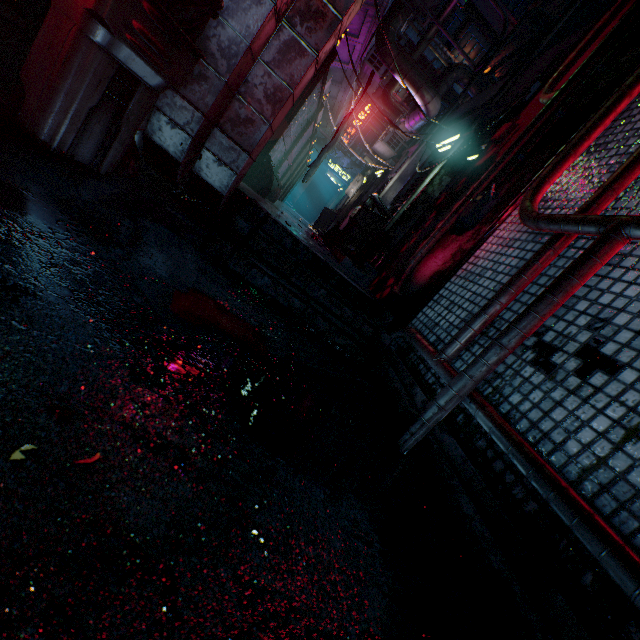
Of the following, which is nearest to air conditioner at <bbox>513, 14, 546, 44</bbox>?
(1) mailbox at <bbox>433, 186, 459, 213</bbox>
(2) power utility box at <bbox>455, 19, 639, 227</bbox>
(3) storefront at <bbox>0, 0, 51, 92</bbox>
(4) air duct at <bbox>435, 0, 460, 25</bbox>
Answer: (4) air duct at <bbox>435, 0, 460, 25</bbox>

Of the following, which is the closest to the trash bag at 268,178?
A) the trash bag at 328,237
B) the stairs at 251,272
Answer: the trash bag at 328,237

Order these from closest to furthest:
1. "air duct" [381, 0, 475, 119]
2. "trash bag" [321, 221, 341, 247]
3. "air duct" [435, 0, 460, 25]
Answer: "air duct" [381, 0, 475, 119]
"trash bag" [321, 221, 341, 247]
"air duct" [435, 0, 460, 25]

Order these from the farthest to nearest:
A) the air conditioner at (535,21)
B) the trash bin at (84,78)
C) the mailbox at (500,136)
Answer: the air conditioner at (535,21) < the mailbox at (500,136) < the trash bin at (84,78)

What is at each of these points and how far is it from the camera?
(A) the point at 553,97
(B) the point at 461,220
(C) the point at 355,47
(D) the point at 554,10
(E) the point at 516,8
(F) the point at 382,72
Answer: (A) pipe, 3.00m
(B) power utility box, 3.04m
(C) building support, 6.39m
(D) air conditioner, 9.97m
(E) window, 15.52m
(F) air conditioner, 7.00m

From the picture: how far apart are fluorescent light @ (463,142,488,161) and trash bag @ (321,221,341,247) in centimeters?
206cm

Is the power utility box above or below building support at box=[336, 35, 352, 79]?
below

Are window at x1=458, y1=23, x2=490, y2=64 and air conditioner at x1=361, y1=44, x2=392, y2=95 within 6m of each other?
no
